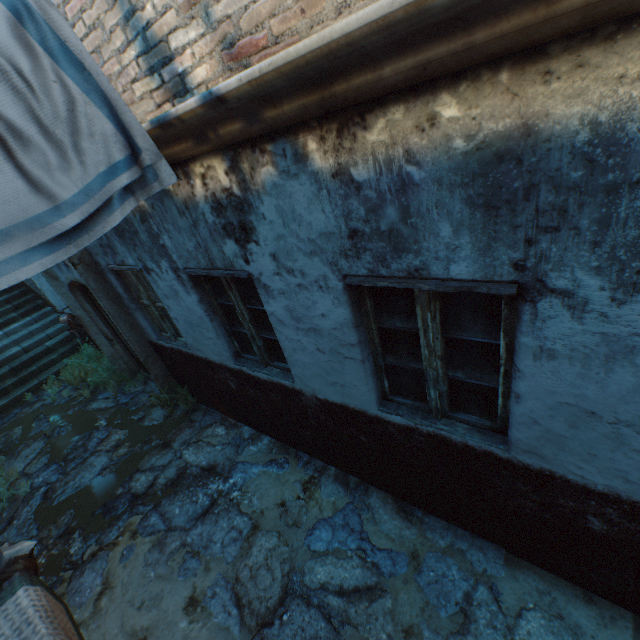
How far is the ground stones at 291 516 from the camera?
3.7m

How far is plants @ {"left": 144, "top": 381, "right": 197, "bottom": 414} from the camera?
5.78m

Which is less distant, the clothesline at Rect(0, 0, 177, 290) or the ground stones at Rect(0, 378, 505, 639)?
the clothesline at Rect(0, 0, 177, 290)

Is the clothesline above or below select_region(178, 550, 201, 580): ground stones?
above

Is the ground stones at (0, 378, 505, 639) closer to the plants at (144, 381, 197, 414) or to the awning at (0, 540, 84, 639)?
the plants at (144, 381, 197, 414)

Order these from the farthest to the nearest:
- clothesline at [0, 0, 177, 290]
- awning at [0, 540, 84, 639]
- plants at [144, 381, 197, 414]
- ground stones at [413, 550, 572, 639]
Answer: plants at [144, 381, 197, 414], ground stones at [413, 550, 572, 639], clothesline at [0, 0, 177, 290], awning at [0, 540, 84, 639]

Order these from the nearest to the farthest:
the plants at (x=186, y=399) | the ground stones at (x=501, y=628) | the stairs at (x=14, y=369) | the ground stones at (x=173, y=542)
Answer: the ground stones at (x=501, y=628) < the ground stones at (x=173, y=542) < the plants at (x=186, y=399) < the stairs at (x=14, y=369)

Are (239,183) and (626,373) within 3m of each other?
yes
